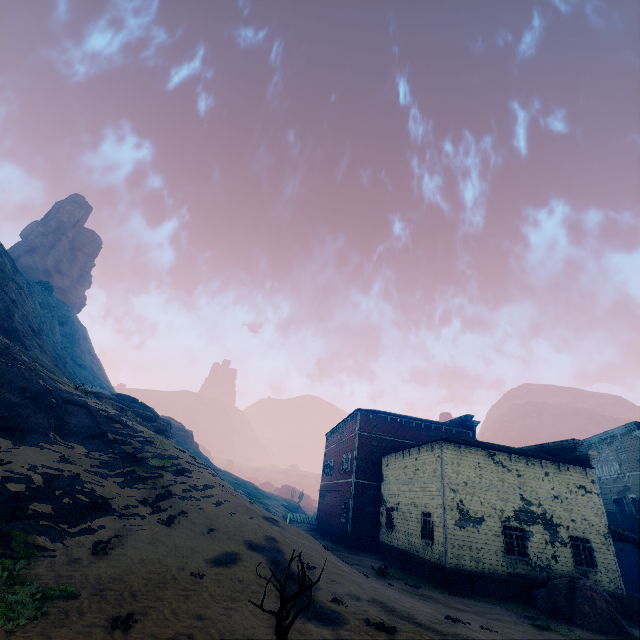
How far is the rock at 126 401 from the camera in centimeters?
2418cm

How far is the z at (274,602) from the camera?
8.89m

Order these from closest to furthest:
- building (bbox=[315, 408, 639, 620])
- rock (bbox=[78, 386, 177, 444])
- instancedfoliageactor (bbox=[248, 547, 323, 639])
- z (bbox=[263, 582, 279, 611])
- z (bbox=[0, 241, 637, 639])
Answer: instancedfoliageactor (bbox=[248, 547, 323, 639]) → z (bbox=[0, 241, 637, 639]) → z (bbox=[263, 582, 279, 611]) → building (bbox=[315, 408, 639, 620]) → rock (bbox=[78, 386, 177, 444])

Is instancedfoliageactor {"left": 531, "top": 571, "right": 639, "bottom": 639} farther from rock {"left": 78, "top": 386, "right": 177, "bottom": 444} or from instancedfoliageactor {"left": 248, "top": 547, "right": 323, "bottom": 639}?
rock {"left": 78, "top": 386, "right": 177, "bottom": 444}

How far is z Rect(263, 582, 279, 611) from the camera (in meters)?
8.89

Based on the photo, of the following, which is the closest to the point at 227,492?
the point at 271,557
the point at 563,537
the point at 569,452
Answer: the point at 271,557

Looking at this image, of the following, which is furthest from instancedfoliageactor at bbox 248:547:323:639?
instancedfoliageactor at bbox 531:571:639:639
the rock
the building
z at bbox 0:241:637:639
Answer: the rock
